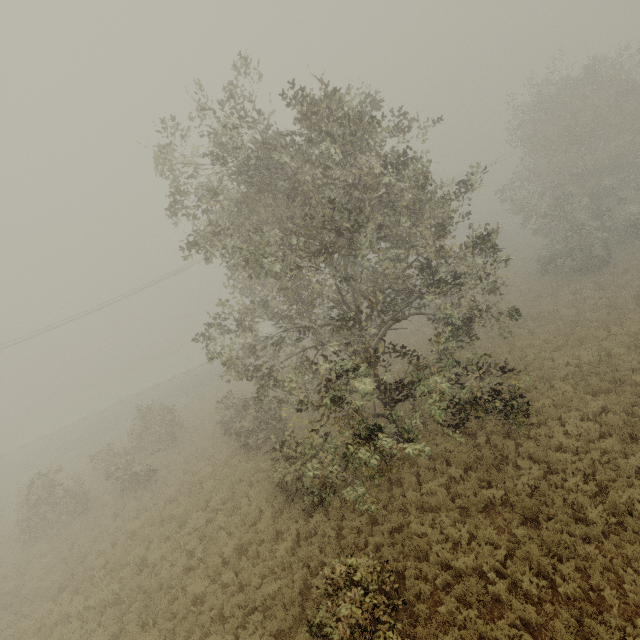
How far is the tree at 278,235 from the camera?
8.0m

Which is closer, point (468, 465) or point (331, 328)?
point (331, 328)

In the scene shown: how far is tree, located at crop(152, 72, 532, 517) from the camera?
8.00m
